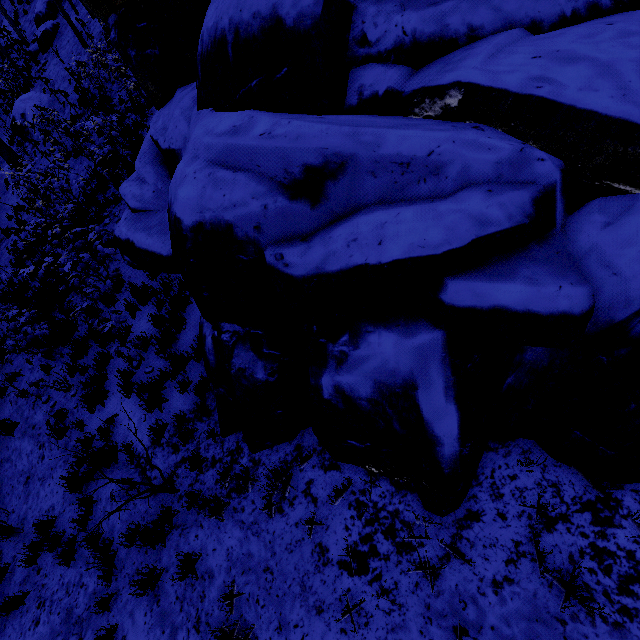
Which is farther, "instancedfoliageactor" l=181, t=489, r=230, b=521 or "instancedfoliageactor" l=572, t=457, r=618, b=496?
"instancedfoliageactor" l=181, t=489, r=230, b=521

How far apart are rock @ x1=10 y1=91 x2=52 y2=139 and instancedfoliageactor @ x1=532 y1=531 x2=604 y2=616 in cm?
2269

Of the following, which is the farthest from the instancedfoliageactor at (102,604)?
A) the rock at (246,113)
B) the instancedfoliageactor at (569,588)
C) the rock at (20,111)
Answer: the rock at (20,111)

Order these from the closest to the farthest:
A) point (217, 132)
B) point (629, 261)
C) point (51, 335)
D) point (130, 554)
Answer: point (629, 261) → point (217, 132) → point (130, 554) → point (51, 335)

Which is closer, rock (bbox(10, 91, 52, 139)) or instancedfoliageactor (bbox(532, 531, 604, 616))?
instancedfoliageactor (bbox(532, 531, 604, 616))

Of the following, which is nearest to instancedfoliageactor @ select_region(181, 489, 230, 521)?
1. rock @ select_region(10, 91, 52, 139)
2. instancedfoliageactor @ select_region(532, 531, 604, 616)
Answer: instancedfoliageactor @ select_region(532, 531, 604, 616)

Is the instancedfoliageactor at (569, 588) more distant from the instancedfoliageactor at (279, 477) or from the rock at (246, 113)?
the instancedfoliageactor at (279, 477)
